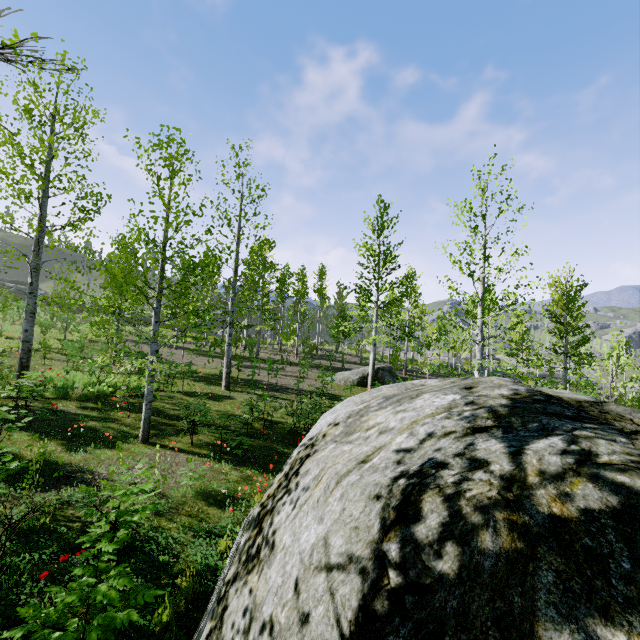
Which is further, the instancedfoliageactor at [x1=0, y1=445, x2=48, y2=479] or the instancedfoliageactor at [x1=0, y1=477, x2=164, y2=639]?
the instancedfoliageactor at [x1=0, y1=445, x2=48, y2=479]

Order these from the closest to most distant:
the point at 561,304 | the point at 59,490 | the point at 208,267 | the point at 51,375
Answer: the point at 59,490, the point at 208,267, the point at 51,375, the point at 561,304

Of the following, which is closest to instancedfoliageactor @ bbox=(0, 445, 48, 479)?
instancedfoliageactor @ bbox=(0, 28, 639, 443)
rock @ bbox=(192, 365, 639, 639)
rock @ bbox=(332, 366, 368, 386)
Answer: instancedfoliageactor @ bbox=(0, 28, 639, 443)

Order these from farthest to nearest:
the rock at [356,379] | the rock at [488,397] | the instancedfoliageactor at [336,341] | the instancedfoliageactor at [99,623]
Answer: the rock at [356,379], the instancedfoliageactor at [336,341], the instancedfoliageactor at [99,623], the rock at [488,397]

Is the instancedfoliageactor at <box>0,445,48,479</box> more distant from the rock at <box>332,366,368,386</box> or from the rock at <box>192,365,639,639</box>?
the rock at <box>332,366,368,386</box>

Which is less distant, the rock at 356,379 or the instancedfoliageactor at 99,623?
the instancedfoliageactor at 99,623

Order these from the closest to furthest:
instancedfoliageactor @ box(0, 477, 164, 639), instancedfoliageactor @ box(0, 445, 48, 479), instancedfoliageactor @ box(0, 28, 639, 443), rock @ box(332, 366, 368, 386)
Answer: instancedfoliageactor @ box(0, 477, 164, 639)
instancedfoliageactor @ box(0, 445, 48, 479)
instancedfoliageactor @ box(0, 28, 639, 443)
rock @ box(332, 366, 368, 386)

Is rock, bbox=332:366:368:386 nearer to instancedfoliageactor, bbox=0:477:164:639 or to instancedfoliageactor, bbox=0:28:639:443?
instancedfoliageactor, bbox=0:28:639:443
